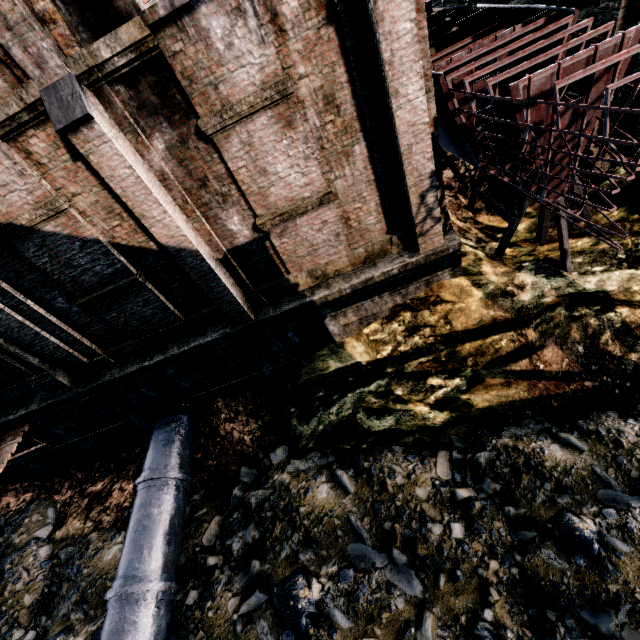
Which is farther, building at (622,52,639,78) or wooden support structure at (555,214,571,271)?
wooden support structure at (555,214,571,271)

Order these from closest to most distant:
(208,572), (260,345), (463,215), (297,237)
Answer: (297,237) → (208,572) → (260,345) → (463,215)

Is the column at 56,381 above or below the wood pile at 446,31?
below

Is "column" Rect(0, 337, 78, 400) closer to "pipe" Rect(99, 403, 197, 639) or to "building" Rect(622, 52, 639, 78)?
"building" Rect(622, 52, 639, 78)

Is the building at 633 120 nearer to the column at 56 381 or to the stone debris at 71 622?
the column at 56 381

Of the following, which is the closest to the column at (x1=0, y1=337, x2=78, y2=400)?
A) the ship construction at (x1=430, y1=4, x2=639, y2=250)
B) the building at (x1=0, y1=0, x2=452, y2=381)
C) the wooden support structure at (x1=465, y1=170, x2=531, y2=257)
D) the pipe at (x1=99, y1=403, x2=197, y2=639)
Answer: the building at (x1=0, y1=0, x2=452, y2=381)

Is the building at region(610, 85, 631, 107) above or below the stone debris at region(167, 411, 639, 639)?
above

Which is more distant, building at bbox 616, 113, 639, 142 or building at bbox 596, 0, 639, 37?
building at bbox 616, 113, 639, 142
